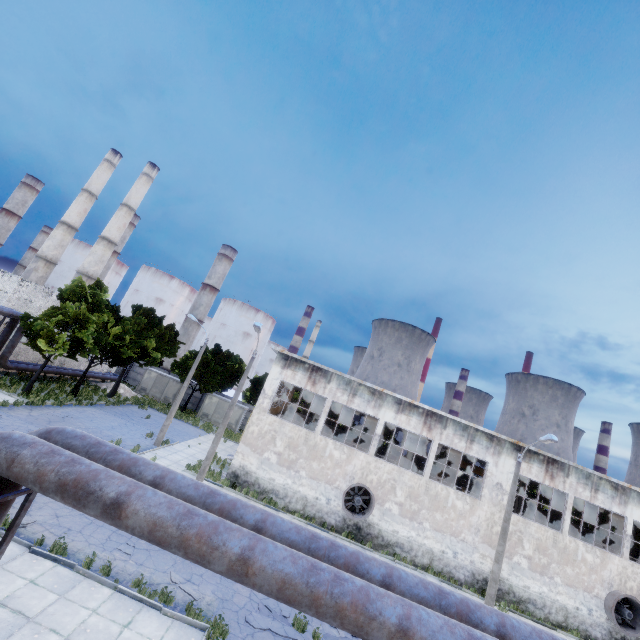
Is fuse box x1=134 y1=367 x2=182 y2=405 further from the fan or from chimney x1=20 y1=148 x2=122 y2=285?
the fan

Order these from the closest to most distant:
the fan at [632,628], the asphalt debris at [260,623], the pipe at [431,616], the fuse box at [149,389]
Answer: the pipe at [431,616] → the asphalt debris at [260,623] → the fan at [632,628] → the fuse box at [149,389]

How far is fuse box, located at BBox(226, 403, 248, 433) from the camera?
41.3m

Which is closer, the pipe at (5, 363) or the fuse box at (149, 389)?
the pipe at (5, 363)

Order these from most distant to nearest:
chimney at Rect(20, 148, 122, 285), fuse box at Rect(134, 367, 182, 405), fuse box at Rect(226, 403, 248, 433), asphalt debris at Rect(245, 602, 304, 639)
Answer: chimney at Rect(20, 148, 122, 285) → fuse box at Rect(134, 367, 182, 405) → fuse box at Rect(226, 403, 248, 433) → asphalt debris at Rect(245, 602, 304, 639)

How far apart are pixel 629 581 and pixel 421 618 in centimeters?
2868cm

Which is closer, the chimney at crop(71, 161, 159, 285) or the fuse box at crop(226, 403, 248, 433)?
the fuse box at crop(226, 403, 248, 433)

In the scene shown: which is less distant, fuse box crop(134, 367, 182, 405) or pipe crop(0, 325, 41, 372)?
pipe crop(0, 325, 41, 372)
